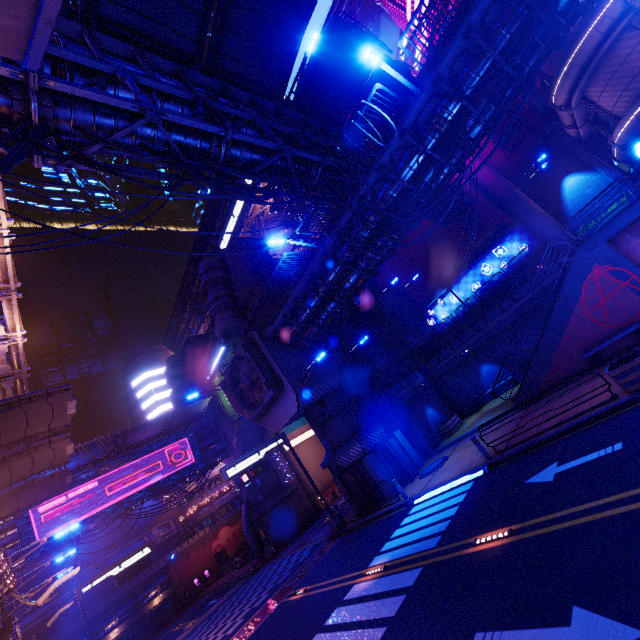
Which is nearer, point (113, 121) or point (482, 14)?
point (113, 121)

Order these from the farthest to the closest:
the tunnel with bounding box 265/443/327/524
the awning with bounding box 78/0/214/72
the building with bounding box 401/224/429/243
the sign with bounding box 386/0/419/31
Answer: the tunnel with bounding box 265/443/327/524, the building with bounding box 401/224/429/243, the sign with bounding box 386/0/419/31, the awning with bounding box 78/0/214/72

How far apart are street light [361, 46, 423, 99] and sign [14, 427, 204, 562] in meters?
34.4 m

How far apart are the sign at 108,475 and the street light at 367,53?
34.4 meters

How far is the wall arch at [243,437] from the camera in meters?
34.9 m

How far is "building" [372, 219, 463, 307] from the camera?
31.97m

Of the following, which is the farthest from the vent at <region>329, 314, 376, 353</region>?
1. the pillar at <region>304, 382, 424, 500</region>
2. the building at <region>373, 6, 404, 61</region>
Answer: the building at <region>373, 6, 404, 61</region>

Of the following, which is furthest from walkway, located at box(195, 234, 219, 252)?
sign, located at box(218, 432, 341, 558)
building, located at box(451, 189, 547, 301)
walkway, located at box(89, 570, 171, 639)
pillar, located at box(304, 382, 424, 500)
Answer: walkway, located at box(89, 570, 171, 639)
